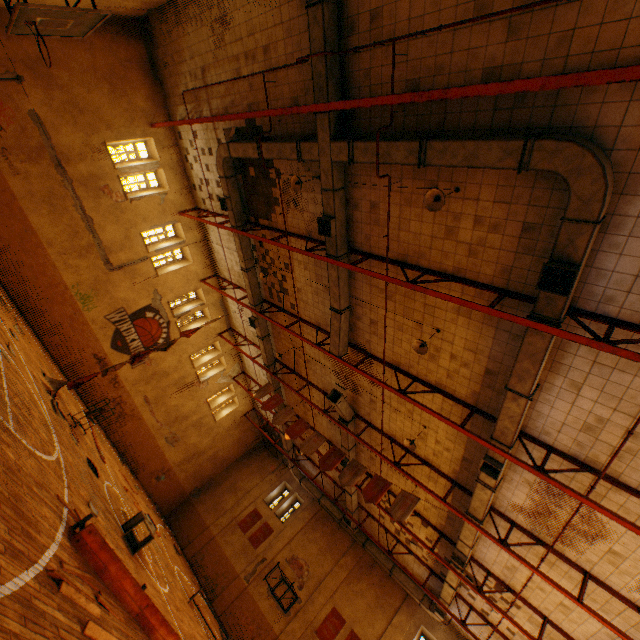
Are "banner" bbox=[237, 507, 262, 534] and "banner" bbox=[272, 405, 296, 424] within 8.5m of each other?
no

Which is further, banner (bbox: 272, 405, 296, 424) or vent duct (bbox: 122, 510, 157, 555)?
banner (bbox: 272, 405, 296, 424)

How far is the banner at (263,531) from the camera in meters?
21.6

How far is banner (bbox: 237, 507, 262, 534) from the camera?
22.4 meters

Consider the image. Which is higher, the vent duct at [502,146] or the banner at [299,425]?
the vent duct at [502,146]

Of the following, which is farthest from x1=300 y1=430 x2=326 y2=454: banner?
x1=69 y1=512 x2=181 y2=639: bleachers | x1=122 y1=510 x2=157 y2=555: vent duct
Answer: x1=69 y1=512 x2=181 y2=639: bleachers

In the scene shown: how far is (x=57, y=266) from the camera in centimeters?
1427cm

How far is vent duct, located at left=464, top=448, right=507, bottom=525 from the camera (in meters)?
9.04
